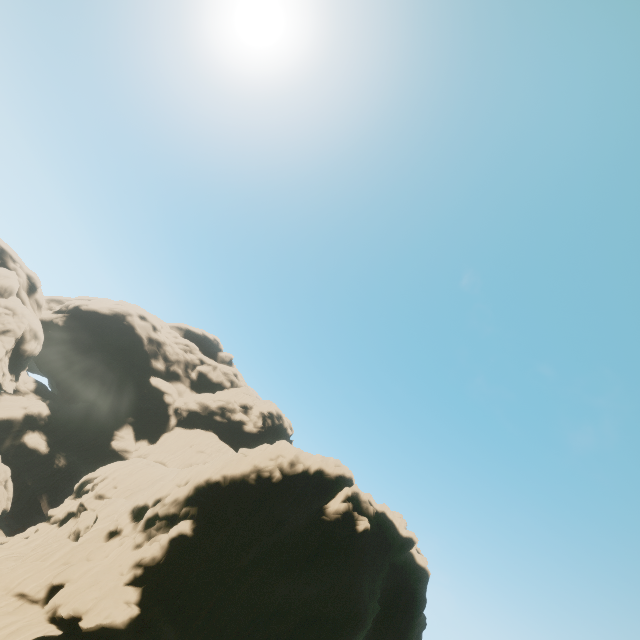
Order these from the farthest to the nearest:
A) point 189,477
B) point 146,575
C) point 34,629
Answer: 1. point 189,477
2. point 146,575
3. point 34,629

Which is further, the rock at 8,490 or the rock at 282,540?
the rock at 8,490

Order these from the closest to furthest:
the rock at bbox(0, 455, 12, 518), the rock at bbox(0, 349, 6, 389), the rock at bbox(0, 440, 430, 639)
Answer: the rock at bbox(0, 440, 430, 639)
the rock at bbox(0, 455, 12, 518)
the rock at bbox(0, 349, 6, 389)

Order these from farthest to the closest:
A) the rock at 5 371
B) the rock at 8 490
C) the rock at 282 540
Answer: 1. the rock at 5 371
2. the rock at 8 490
3. the rock at 282 540

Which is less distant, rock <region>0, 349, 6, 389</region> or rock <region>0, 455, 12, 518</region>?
rock <region>0, 455, 12, 518</region>

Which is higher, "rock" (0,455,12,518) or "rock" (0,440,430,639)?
"rock" (0,440,430,639)
